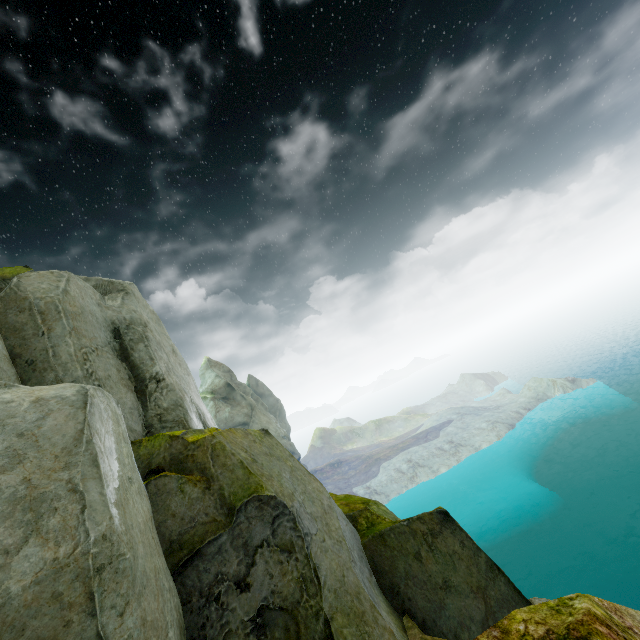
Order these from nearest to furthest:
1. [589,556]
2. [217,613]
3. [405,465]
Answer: [217,613] → [589,556] → [405,465]
